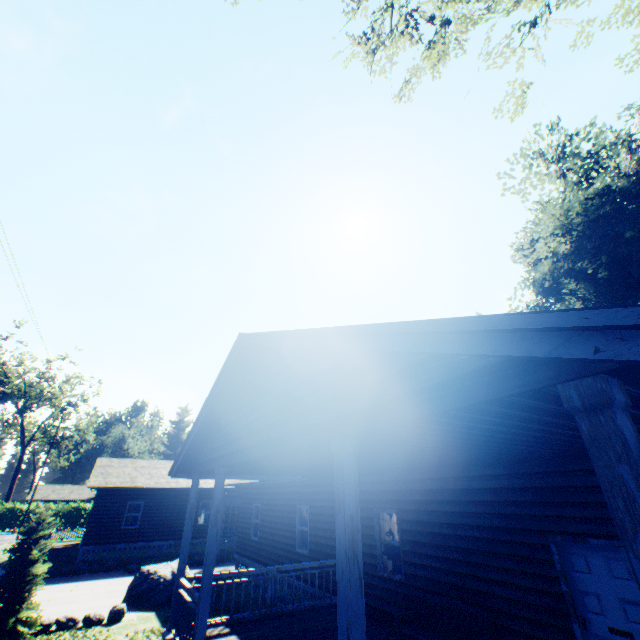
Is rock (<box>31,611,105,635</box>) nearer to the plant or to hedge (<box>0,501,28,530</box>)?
the plant

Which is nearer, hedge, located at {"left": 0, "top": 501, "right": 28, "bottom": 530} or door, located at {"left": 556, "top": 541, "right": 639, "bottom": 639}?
door, located at {"left": 556, "top": 541, "right": 639, "bottom": 639}

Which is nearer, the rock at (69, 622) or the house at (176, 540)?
the house at (176, 540)

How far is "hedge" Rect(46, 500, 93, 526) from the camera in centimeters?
4344cm

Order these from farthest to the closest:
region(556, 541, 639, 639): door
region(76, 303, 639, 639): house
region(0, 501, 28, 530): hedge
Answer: region(0, 501, 28, 530): hedge
region(556, 541, 639, 639): door
region(76, 303, 639, 639): house

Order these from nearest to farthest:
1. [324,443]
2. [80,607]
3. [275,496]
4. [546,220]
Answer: [324,443], [80,607], [275,496], [546,220]

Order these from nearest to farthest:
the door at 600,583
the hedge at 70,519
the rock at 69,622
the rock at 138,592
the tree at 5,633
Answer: the door at 600,583, the tree at 5,633, the rock at 69,622, the rock at 138,592, the hedge at 70,519

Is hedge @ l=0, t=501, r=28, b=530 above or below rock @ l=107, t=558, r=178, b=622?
above
